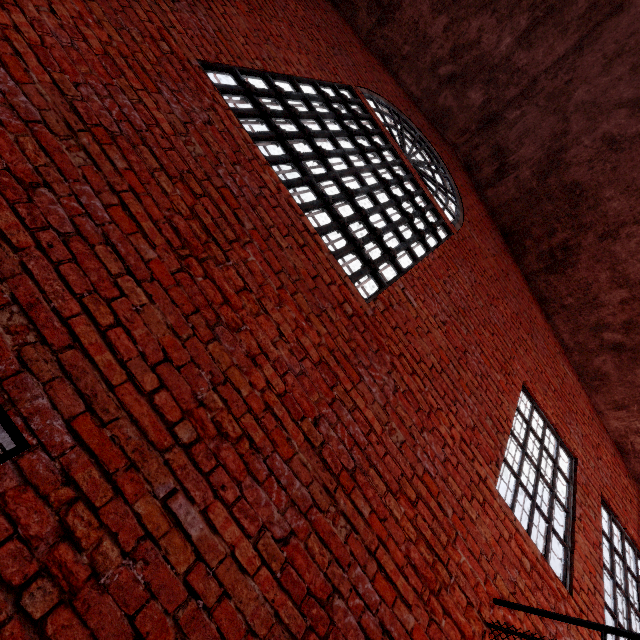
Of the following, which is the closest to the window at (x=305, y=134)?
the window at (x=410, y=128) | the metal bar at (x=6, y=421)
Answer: the window at (x=410, y=128)

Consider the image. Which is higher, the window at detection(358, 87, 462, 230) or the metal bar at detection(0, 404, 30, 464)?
the window at detection(358, 87, 462, 230)

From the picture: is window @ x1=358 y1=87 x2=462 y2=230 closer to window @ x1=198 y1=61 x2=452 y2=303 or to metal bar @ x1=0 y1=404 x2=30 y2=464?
window @ x1=198 y1=61 x2=452 y2=303

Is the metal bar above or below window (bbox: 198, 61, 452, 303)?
below

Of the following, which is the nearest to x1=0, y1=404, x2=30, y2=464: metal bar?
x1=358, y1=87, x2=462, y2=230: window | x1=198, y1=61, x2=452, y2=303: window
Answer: x1=198, y1=61, x2=452, y2=303: window

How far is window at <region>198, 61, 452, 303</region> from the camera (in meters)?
3.45

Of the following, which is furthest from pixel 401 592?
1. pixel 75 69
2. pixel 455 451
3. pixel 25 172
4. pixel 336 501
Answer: pixel 75 69

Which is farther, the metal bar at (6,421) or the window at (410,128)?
the window at (410,128)
